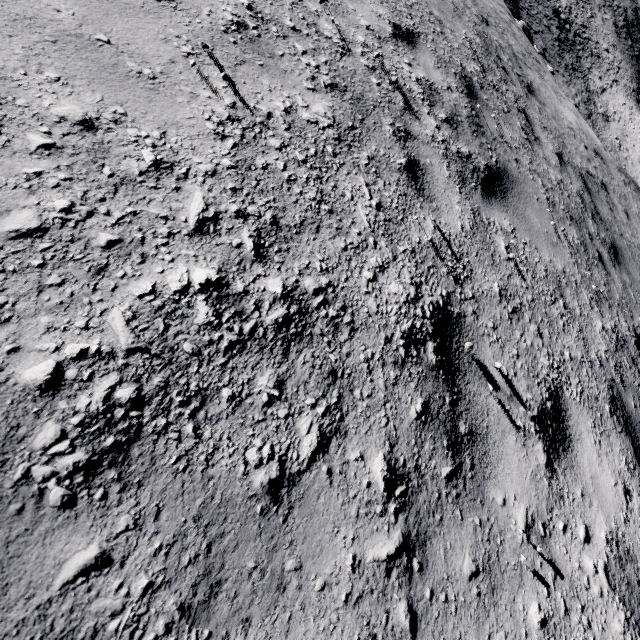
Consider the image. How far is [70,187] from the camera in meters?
1.1 m
